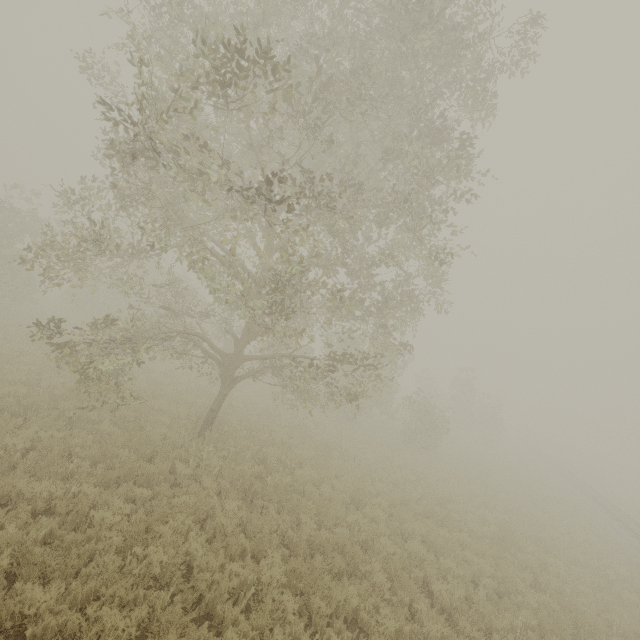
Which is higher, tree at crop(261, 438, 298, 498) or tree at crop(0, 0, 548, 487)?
tree at crop(0, 0, 548, 487)

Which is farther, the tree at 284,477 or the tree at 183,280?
the tree at 284,477

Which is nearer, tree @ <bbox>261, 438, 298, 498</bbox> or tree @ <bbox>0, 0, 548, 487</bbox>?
tree @ <bbox>0, 0, 548, 487</bbox>

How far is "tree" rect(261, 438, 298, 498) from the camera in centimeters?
1000cm

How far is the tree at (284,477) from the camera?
10.00m

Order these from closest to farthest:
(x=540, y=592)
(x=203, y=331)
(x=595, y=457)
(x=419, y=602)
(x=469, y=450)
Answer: (x=419, y=602), (x=540, y=592), (x=203, y=331), (x=469, y=450), (x=595, y=457)
